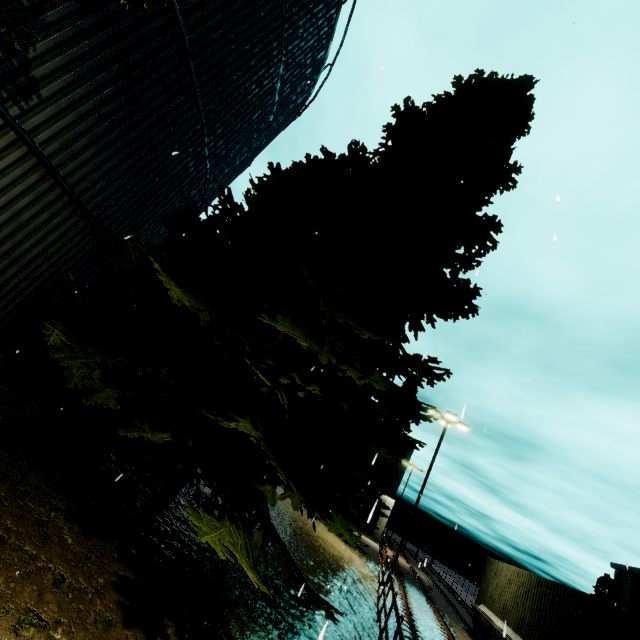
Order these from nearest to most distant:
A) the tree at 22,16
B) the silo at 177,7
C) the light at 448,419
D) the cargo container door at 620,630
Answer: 1. the tree at 22,16
2. the silo at 177,7
3. the cargo container door at 620,630
4. the light at 448,419

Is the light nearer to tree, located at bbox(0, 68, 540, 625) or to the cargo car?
the cargo car

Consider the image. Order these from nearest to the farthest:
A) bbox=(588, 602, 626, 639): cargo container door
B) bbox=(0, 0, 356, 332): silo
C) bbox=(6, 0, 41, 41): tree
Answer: bbox=(6, 0, 41, 41): tree → bbox=(0, 0, 356, 332): silo → bbox=(588, 602, 626, 639): cargo container door

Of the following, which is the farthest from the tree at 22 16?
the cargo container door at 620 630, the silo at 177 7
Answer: the cargo container door at 620 630

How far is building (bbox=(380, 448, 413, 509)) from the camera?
41.1 meters

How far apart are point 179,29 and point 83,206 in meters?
3.3 m

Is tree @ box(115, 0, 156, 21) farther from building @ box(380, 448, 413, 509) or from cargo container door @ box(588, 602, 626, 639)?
building @ box(380, 448, 413, 509)

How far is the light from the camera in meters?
17.6 m
